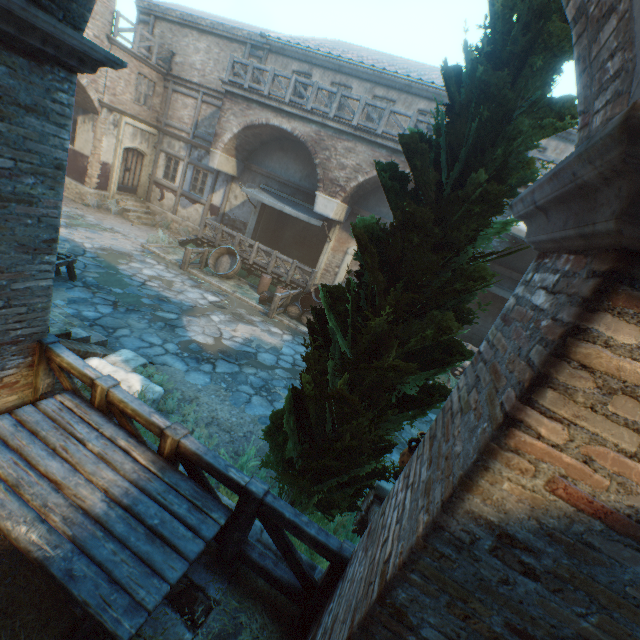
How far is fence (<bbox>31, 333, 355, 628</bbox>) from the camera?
2.8 meters

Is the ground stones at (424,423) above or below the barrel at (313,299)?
below

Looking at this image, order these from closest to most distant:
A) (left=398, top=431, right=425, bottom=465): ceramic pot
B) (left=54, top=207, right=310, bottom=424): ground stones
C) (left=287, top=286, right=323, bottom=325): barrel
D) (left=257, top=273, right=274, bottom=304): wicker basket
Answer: (left=398, top=431, right=425, bottom=465): ceramic pot
(left=54, top=207, right=310, bottom=424): ground stones
(left=287, top=286, right=323, bottom=325): barrel
(left=257, top=273, right=274, bottom=304): wicker basket

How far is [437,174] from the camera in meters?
2.7

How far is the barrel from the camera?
12.5m

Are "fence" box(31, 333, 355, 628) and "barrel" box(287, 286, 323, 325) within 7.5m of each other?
no

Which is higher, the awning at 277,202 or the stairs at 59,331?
the awning at 277,202

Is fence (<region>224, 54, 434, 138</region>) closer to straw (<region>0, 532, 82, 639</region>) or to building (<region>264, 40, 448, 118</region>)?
building (<region>264, 40, 448, 118</region>)
